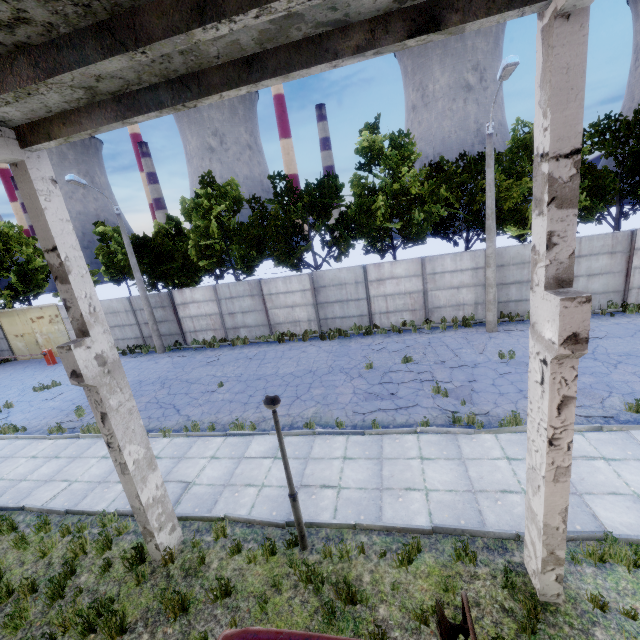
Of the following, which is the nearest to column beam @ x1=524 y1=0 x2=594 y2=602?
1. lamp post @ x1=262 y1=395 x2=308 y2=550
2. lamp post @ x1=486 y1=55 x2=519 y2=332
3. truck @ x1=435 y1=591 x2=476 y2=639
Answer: truck @ x1=435 y1=591 x2=476 y2=639

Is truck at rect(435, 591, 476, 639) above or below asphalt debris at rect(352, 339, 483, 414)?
above

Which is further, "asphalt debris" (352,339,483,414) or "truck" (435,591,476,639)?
"asphalt debris" (352,339,483,414)

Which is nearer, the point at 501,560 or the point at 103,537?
the point at 501,560

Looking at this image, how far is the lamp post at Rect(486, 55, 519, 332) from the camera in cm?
1066

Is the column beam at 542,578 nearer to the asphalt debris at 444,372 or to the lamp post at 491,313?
the asphalt debris at 444,372

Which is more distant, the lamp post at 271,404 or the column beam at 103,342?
the lamp post at 271,404

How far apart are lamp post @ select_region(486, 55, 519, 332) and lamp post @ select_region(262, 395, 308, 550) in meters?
12.6 m
